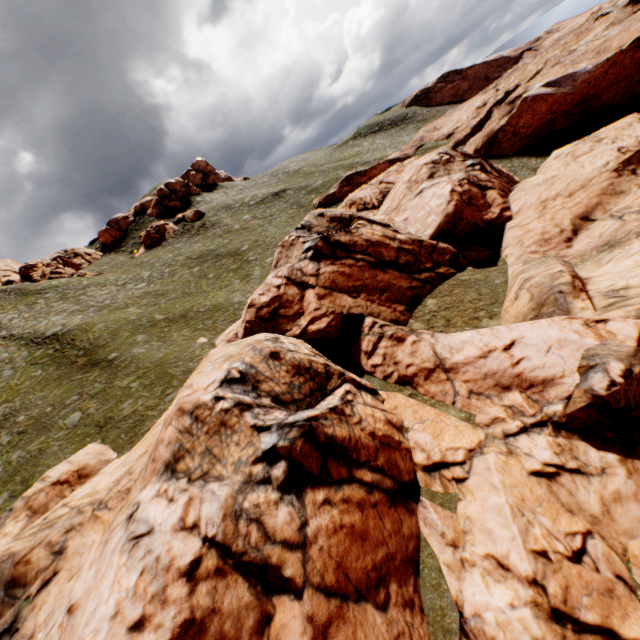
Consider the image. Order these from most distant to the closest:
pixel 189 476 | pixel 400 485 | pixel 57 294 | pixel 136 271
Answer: pixel 136 271 → pixel 57 294 → pixel 400 485 → pixel 189 476

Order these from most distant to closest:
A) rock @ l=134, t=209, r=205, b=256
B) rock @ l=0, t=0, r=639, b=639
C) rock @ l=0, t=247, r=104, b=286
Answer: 1. rock @ l=134, t=209, r=205, b=256
2. rock @ l=0, t=247, r=104, b=286
3. rock @ l=0, t=0, r=639, b=639

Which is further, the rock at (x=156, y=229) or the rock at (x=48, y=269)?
the rock at (x=156, y=229)

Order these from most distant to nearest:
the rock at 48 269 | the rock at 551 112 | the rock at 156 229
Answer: the rock at 156 229, the rock at 48 269, the rock at 551 112

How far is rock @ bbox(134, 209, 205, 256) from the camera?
57.75m

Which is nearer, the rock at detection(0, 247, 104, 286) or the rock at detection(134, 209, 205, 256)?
the rock at detection(0, 247, 104, 286)

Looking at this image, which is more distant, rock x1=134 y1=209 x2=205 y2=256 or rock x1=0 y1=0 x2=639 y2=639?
rock x1=134 y1=209 x2=205 y2=256

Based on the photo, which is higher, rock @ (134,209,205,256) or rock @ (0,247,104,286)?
rock @ (0,247,104,286)
